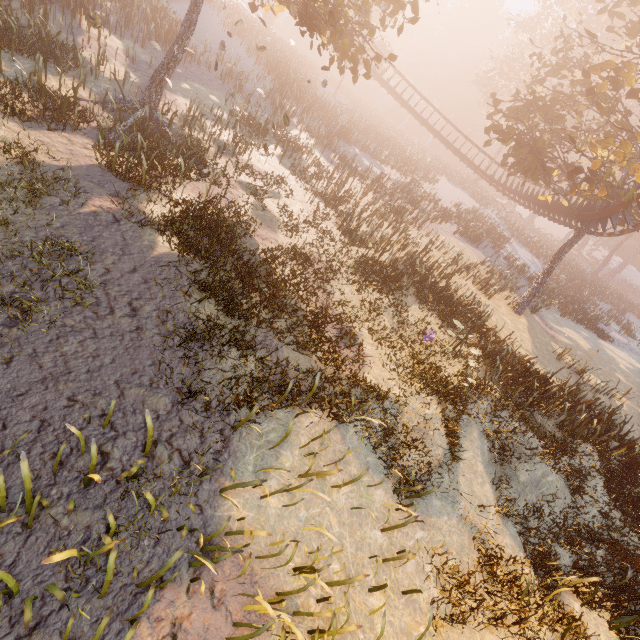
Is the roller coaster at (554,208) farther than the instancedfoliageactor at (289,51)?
Yes

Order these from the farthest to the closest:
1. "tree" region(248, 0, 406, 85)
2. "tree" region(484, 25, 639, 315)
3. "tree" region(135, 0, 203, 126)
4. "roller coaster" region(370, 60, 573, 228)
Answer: "roller coaster" region(370, 60, 573, 228) < "tree" region(484, 25, 639, 315) < "tree" region(135, 0, 203, 126) < "tree" region(248, 0, 406, 85)

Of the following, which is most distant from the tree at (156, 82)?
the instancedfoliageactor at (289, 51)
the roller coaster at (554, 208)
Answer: the instancedfoliageactor at (289, 51)

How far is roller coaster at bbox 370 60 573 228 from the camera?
23.88m

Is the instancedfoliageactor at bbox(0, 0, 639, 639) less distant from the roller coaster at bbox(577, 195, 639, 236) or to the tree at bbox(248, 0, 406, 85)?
the tree at bbox(248, 0, 406, 85)

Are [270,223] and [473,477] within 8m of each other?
no

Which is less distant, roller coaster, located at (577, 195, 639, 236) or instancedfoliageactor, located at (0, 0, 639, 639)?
instancedfoliageactor, located at (0, 0, 639, 639)
